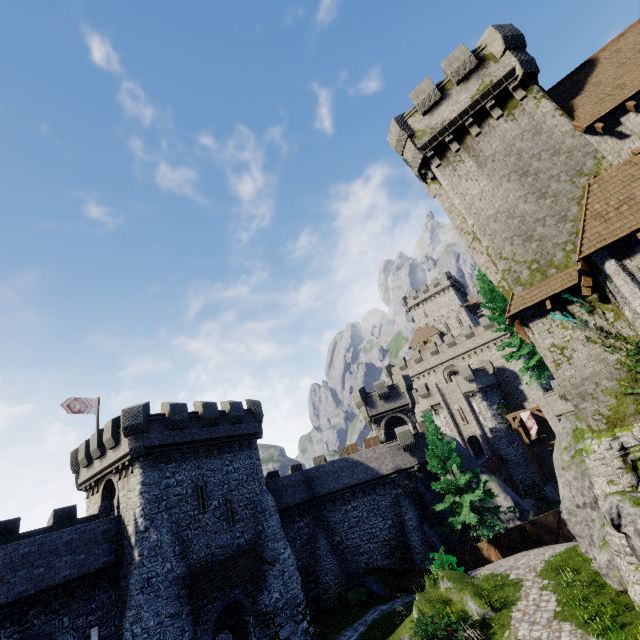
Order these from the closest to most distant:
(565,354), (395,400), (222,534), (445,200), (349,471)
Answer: (565,354), (445,200), (222,534), (349,471), (395,400)

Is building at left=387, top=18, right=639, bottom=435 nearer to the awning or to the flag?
the awning

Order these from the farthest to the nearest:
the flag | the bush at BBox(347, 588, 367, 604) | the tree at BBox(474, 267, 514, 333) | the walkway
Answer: the walkway, the flag, the bush at BBox(347, 588, 367, 604), the tree at BBox(474, 267, 514, 333)

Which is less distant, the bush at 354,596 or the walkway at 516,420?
the bush at 354,596

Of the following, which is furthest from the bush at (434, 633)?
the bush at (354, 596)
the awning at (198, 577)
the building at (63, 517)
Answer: the bush at (354, 596)

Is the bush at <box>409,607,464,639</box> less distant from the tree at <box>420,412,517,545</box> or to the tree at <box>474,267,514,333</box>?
the tree at <box>420,412,517,545</box>

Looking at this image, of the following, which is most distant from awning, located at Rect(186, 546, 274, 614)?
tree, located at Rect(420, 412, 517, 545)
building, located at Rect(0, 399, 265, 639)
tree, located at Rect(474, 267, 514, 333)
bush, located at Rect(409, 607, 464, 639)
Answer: tree, located at Rect(474, 267, 514, 333)

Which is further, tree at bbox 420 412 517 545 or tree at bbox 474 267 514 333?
tree at bbox 474 267 514 333
